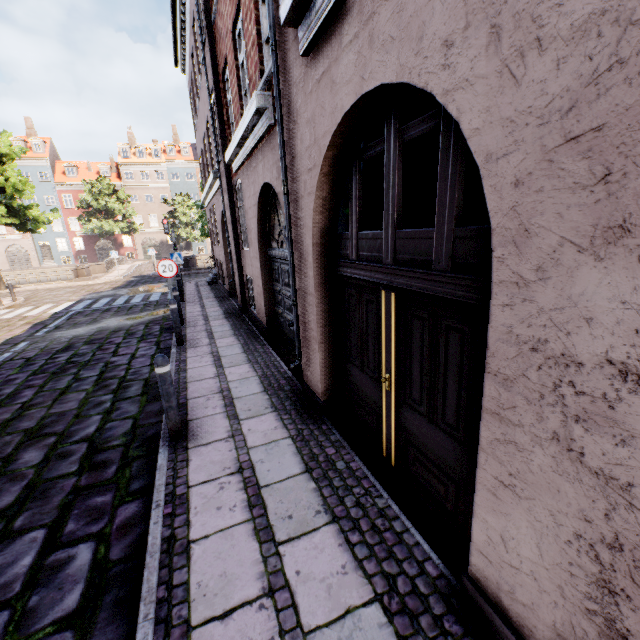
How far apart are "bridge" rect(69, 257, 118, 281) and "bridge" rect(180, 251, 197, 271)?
5.77m

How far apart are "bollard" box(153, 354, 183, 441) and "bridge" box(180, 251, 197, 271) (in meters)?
28.38

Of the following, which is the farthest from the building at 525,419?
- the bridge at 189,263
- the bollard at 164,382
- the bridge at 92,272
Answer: the bridge at 189,263

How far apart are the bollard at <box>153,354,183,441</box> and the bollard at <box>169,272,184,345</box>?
5.8 meters

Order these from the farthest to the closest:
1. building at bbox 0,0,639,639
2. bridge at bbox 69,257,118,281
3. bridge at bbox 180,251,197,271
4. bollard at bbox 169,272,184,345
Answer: bridge at bbox 180,251,197,271
bridge at bbox 69,257,118,281
bollard at bbox 169,272,184,345
building at bbox 0,0,639,639

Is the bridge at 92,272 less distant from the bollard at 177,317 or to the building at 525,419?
the building at 525,419

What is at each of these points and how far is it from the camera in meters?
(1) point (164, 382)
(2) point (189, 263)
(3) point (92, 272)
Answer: (1) bollard, 3.8 m
(2) bridge, 25.8 m
(3) bridge, 27.7 m

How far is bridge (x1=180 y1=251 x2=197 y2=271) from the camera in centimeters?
2573cm
